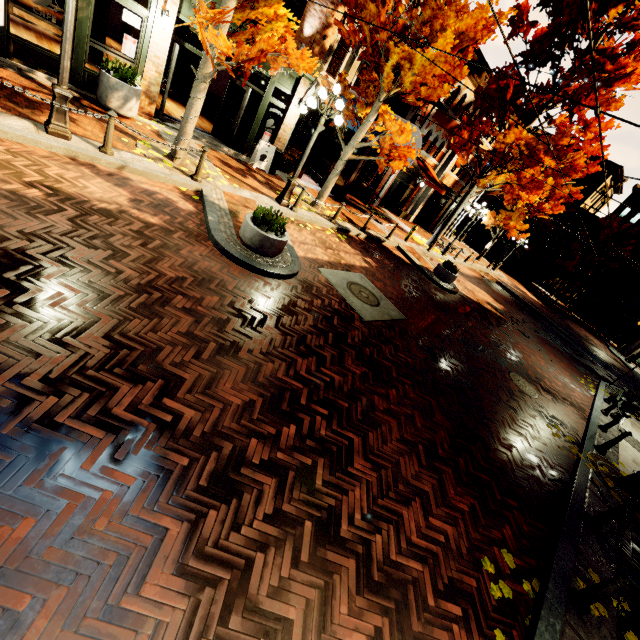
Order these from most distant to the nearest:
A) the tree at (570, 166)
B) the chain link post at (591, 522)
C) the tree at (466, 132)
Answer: the tree at (466, 132) < the tree at (570, 166) < the chain link post at (591, 522)

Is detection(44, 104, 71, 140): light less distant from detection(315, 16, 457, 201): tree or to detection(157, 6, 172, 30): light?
detection(315, 16, 457, 201): tree

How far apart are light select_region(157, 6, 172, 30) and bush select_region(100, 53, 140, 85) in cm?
125

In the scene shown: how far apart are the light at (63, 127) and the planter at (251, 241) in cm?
372

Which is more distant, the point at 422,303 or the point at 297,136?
the point at 297,136

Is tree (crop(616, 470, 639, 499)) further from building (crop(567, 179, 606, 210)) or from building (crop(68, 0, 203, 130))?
building (crop(567, 179, 606, 210))

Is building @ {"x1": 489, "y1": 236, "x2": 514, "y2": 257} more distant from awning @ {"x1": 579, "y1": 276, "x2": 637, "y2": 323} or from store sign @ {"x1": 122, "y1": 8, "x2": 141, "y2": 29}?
store sign @ {"x1": 122, "y1": 8, "x2": 141, "y2": 29}

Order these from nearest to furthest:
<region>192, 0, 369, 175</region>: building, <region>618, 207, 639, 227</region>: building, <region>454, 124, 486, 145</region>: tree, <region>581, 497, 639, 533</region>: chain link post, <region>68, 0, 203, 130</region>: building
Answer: <region>581, 497, 639, 533</region>: chain link post, <region>68, 0, 203, 130</region>: building, <region>192, 0, 369, 175</region>: building, <region>454, 124, 486, 145</region>: tree, <region>618, 207, 639, 227</region>: building
